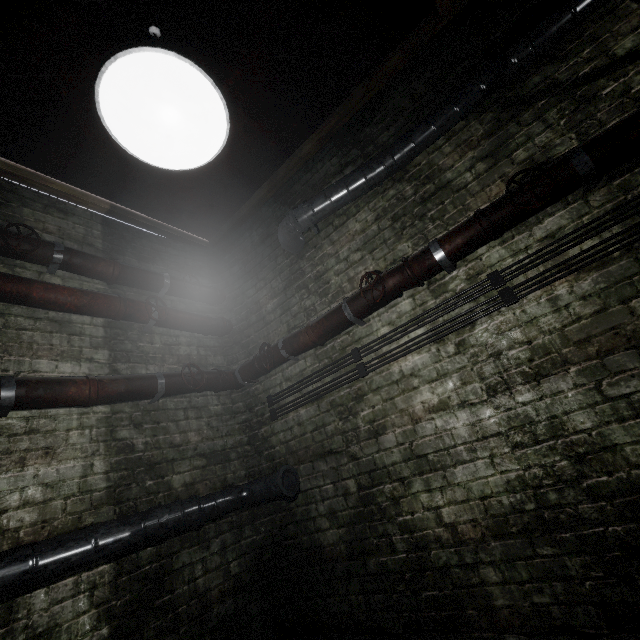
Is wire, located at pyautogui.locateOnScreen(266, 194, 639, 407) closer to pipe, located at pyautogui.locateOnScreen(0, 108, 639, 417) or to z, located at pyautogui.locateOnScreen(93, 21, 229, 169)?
pipe, located at pyautogui.locateOnScreen(0, 108, 639, 417)

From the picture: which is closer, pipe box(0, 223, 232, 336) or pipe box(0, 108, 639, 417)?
pipe box(0, 108, 639, 417)

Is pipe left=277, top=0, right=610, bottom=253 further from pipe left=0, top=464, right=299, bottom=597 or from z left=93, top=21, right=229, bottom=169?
z left=93, top=21, right=229, bottom=169

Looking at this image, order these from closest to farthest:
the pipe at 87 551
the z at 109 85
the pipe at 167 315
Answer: the z at 109 85 < the pipe at 87 551 < the pipe at 167 315

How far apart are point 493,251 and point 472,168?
0.6m

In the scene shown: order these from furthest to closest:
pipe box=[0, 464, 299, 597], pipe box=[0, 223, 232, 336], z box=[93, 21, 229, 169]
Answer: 1. pipe box=[0, 223, 232, 336]
2. pipe box=[0, 464, 299, 597]
3. z box=[93, 21, 229, 169]

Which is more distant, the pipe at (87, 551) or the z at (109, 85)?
the pipe at (87, 551)
